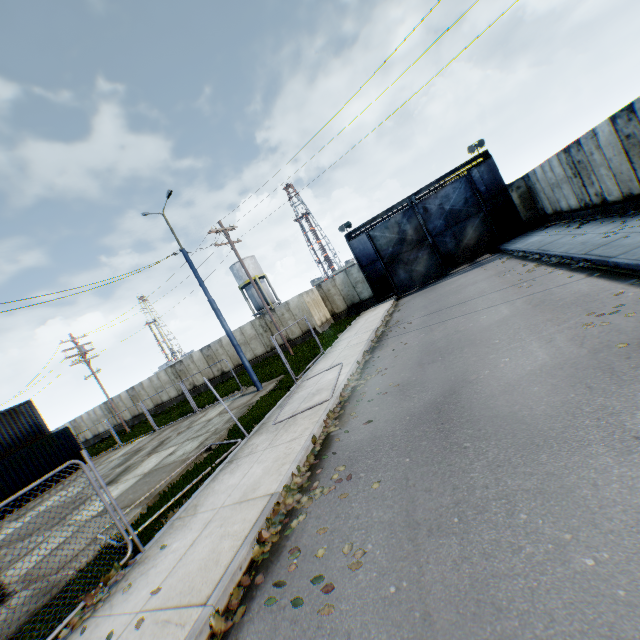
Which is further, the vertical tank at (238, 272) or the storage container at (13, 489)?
the vertical tank at (238, 272)

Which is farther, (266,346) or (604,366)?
(266,346)

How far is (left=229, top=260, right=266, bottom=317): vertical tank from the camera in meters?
45.0

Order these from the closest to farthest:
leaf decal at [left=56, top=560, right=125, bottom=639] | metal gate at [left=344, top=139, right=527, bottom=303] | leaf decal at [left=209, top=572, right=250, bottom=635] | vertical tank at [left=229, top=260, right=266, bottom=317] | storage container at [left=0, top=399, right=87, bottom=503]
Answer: leaf decal at [left=209, top=572, right=250, bottom=635], leaf decal at [left=56, top=560, right=125, bottom=639], storage container at [left=0, top=399, right=87, bottom=503], metal gate at [left=344, top=139, right=527, bottom=303], vertical tank at [left=229, top=260, right=266, bottom=317]

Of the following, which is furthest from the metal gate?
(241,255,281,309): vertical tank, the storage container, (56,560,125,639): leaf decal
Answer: the storage container

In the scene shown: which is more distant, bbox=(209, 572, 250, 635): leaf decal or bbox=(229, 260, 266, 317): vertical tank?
bbox=(229, 260, 266, 317): vertical tank

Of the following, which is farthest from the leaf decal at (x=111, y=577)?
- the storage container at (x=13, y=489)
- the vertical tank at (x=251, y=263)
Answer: the vertical tank at (x=251, y=263)
